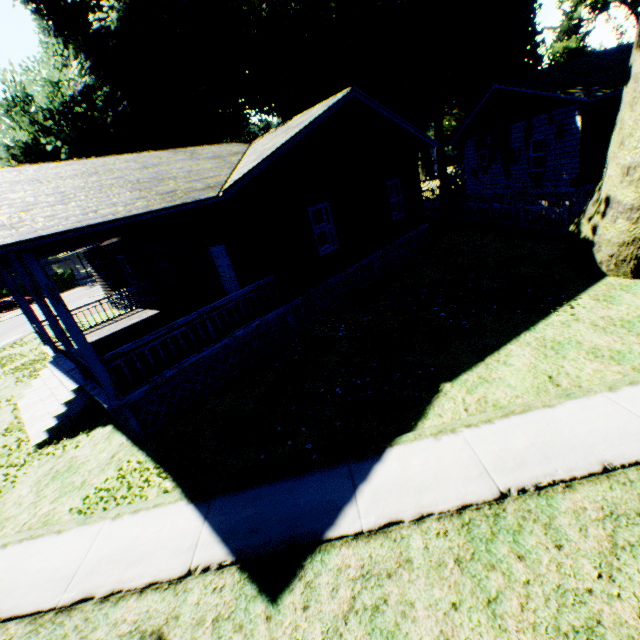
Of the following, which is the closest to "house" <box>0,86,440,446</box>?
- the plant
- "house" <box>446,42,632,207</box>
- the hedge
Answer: the plant

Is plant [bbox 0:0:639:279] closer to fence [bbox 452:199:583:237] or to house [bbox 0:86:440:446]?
fence [bbox 452:199:583:237]

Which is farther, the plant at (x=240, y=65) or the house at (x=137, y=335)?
the plant at (x=240, y=65)

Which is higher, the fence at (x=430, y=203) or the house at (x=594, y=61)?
the house at (x=594, y=61)

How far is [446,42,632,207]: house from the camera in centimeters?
1348cm

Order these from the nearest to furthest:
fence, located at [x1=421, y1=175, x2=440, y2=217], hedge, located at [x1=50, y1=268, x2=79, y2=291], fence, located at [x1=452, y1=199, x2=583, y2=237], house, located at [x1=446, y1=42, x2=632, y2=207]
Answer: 1. fence, located at [x1=452, y1=199, x2=583, y2=237]
2. house, located at [x1=446, y1=42, x2=632, y2=207]
3. fence, located at [x1=421, y1=175, x2=440, y2=217]
4. hedge, located at [x1=50, y1=268, x2=79, y2=291]

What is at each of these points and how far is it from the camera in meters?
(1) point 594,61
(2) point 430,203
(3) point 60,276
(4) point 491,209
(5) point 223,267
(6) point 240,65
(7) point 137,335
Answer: (1) house, 15.7 m
(2) fence, 23.8 m
(3) hedge, 49.3 m
(4) fence, 16.3 m
(5) door, 11.2 m
(6) plant, 19.8 m
(7) house, 11.5 m

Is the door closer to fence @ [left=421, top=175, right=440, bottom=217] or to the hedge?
fence @ [left=421, top=175, right=440, bottom=217]
